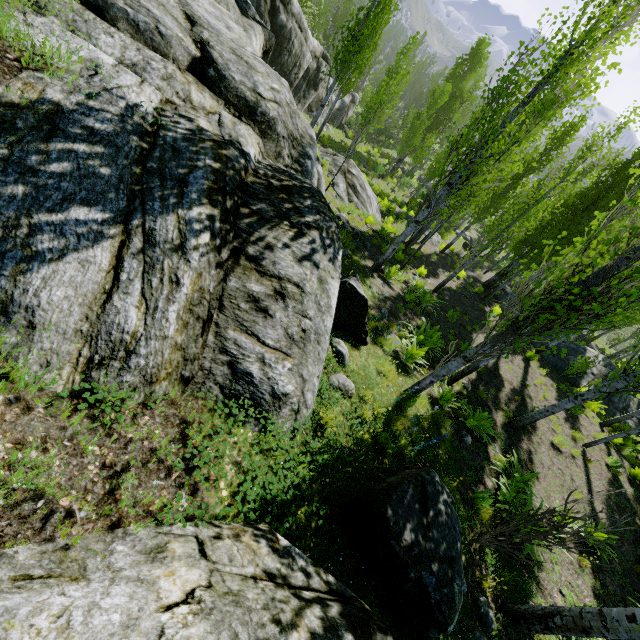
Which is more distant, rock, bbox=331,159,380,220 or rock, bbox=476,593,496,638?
rock, bbox=331,159,380,220

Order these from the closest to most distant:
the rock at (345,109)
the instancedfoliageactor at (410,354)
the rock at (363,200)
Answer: the instancedfoliageactor at (410,354)
the rock at (363,200)
the rock at (345,109)

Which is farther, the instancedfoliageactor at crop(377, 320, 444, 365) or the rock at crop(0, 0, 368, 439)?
the instancedfoliageactor at crop(377, 320, 444, 365)

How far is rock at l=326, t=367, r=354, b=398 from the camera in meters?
4.9

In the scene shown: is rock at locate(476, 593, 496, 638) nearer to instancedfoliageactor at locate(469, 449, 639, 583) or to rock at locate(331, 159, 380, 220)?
instancedfoliageactor at locate(469, 449, 639, 583)

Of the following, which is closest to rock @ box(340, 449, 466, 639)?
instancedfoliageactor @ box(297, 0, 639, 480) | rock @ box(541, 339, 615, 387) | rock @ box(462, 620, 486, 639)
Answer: instancedfoliageactor @ box(297, 0, 639, 480)

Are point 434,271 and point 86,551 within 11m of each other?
no

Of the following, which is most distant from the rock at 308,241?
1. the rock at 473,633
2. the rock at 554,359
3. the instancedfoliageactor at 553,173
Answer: the rock at 554,359
